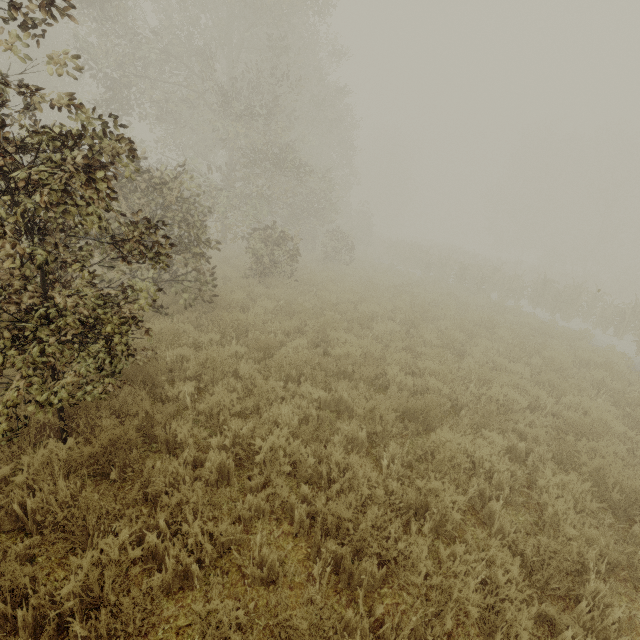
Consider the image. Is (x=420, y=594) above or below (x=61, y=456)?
below
